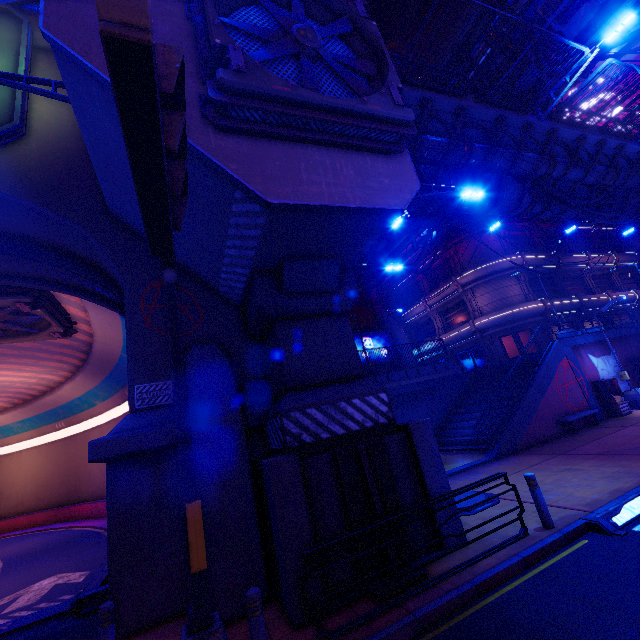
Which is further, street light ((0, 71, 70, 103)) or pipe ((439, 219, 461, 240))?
pipe ((439, 219, 461, 240))

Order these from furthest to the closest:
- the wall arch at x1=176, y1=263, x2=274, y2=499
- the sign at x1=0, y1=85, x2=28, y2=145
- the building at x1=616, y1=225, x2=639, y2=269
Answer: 1. the building at x1=616, y1=225, x2=639, y2=269
2. the sign at x1=0, y1=85, x2=28, y2=145
3. the wall arch at x1=176, y1=263, x2=274, y2=499

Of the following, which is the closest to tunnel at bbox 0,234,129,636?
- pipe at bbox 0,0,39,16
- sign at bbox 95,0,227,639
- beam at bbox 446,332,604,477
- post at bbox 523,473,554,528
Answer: sign at bbox 95,0,227,639

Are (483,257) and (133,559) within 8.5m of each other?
no

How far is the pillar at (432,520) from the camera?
6.0 meters

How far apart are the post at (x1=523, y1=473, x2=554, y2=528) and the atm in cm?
1474

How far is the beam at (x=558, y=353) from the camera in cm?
1406

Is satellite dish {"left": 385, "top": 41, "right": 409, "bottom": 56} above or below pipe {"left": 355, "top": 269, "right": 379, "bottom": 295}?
above
